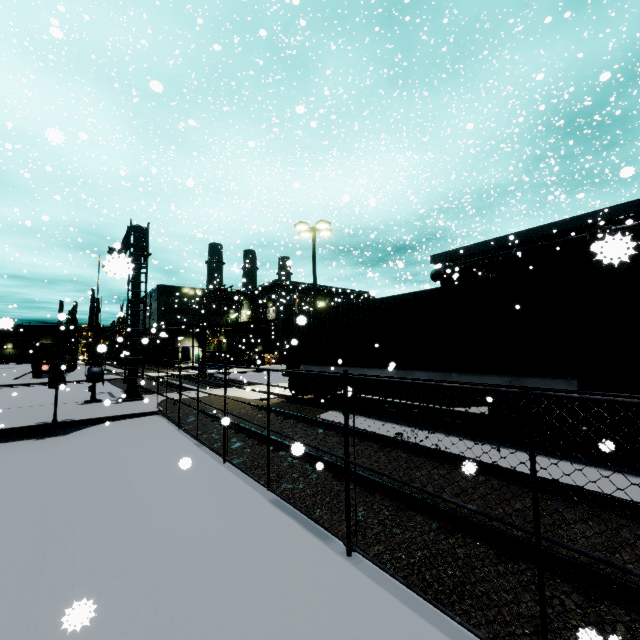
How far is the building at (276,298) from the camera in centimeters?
5094cm

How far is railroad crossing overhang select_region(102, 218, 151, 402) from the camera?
12.39m

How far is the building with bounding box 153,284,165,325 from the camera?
59.0m

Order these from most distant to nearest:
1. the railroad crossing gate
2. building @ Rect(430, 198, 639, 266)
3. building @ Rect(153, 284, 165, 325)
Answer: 1. building @ Rect(153, 284, 165, 325)
2. building @ Rect(430, 198, 639, 266)
3. the railroad crossing gate

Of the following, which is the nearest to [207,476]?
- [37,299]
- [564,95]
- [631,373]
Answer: [631,373]

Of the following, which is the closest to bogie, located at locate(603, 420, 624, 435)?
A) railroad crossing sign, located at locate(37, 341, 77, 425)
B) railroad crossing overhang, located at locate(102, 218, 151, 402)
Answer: railroad crossing overhang, located at locate(102, 218, 151, 402)

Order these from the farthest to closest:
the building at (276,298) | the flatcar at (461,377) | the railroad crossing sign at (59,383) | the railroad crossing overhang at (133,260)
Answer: the building at (276,298)
the railroad crossing overhang at (133,260)
the railroad crossing sign at (59,383)
the flatcar at (461,377)

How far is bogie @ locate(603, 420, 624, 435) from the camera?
5.96m
